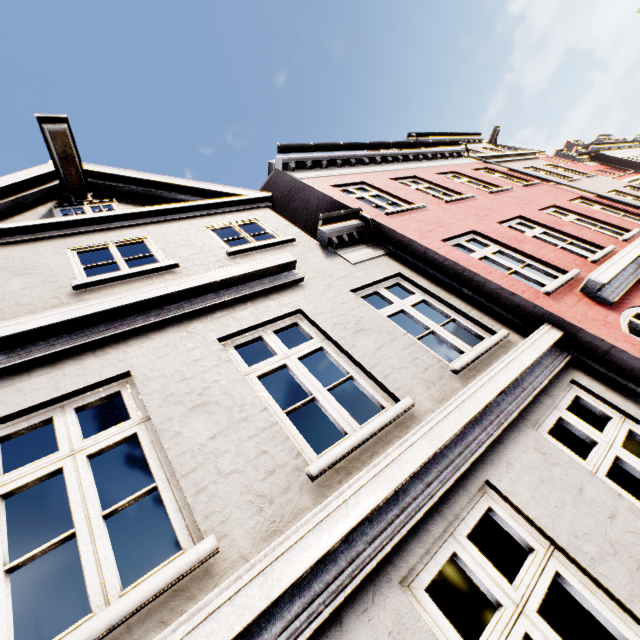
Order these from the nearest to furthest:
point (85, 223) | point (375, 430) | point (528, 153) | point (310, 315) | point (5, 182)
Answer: point (375, 430) → point (310, 315) → point (85, 223) → point (5, 182) → point (528, 153)
